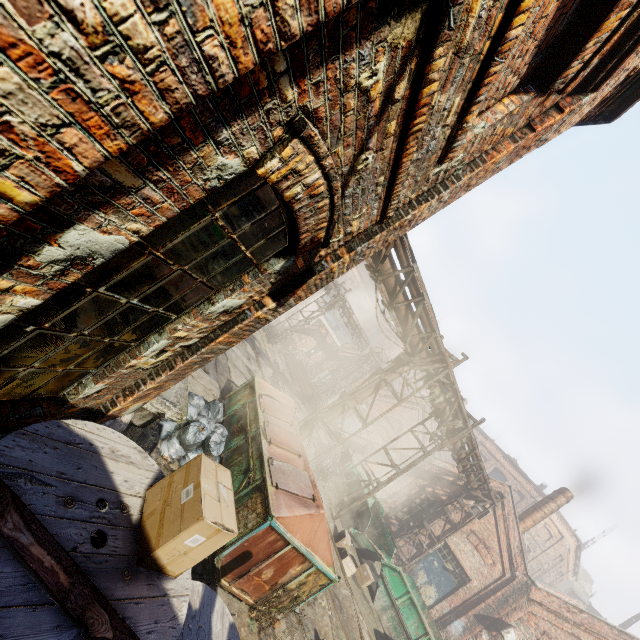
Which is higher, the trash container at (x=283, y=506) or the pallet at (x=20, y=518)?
the pallet at (x=20, y=518)

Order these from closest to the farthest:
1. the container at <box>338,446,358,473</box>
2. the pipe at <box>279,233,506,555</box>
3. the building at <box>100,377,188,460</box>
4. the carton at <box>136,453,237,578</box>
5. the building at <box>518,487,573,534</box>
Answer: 1. the carton at <box>136,453,237,578</box>
2. the building at <box>100,377,188,460</box>
3. the pipe at <box>279,233,506,555</box>
4. the container at <box>338,446,358,473</box>
5. the building at <box>518,487,573,534</box>

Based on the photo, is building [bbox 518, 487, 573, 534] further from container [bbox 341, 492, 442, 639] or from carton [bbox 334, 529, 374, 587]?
carton [bbox 334, 529, 374, 587]

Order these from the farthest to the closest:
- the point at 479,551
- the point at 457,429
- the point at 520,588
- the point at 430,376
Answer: the point at 479,551 < the point at 520,588 < the point at 457,429 < the point at 430,376

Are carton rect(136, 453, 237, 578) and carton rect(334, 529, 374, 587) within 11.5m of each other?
yes

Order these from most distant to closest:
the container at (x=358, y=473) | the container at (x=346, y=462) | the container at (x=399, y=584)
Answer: the container at (x=346, y=462) → the container at (x=358, y=473) → the container at (x=399, y=584)

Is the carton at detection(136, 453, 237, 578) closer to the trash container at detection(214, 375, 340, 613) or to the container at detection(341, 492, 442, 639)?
the trash container at detection(214, 375, 340, 613)

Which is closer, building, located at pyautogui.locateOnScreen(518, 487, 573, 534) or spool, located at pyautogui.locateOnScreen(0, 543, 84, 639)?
spool, located at pyautogui.locateOnScreen(0, 543, 84, 639)
